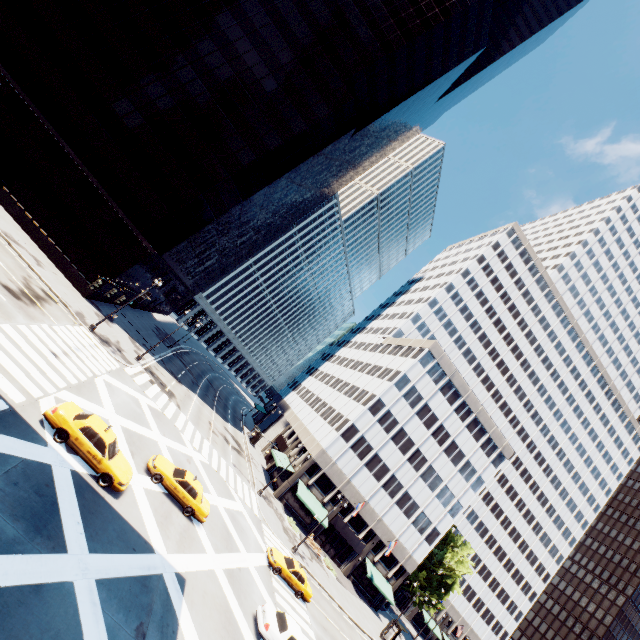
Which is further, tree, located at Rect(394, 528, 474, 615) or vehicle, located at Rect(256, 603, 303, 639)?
tree, located at Rect(394, 528, 474, 615)

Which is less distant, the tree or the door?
the door

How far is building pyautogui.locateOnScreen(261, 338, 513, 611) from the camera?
45.6 meters

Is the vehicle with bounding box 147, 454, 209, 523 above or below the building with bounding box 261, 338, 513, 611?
below

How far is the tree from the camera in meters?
50.9

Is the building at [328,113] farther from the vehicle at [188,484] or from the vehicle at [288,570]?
the vehicle at [288,570]

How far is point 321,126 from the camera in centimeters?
4153cm

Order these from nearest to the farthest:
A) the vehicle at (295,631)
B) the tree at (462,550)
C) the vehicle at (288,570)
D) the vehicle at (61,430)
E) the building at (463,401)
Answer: the vehicle at (61,430) < the vehicle at (295,631) < the vehicle at (288,570) < the building at (463,401) < the tree at (462,550)
